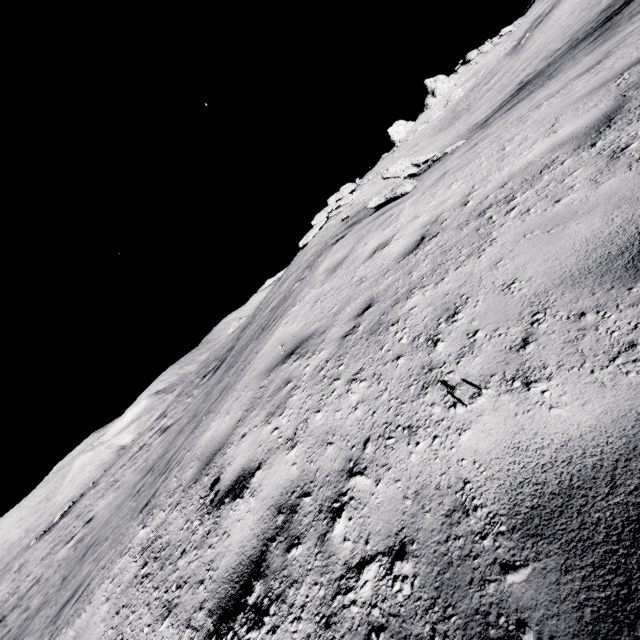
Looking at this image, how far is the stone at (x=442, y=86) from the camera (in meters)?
37.41

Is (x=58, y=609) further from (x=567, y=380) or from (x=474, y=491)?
(x=567, y=380)

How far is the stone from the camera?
37.41m
